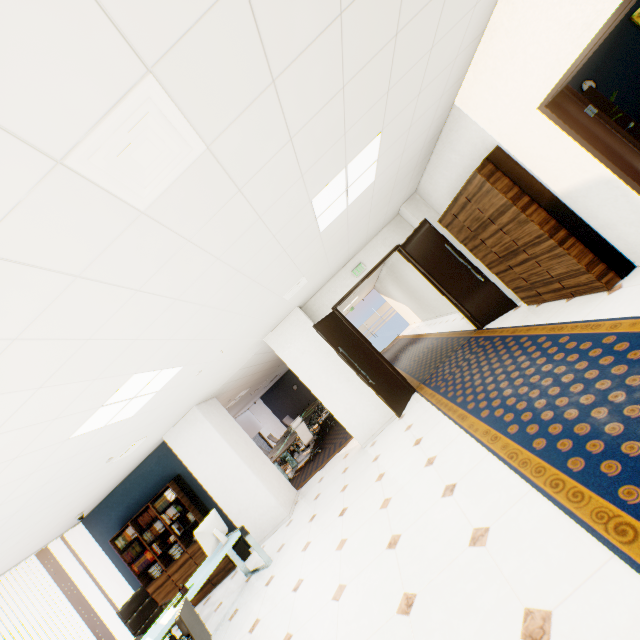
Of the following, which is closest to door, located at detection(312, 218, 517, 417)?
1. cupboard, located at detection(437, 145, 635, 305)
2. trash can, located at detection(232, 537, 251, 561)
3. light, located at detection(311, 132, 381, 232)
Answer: cupboard, located at detection(437, 145, 635, 305)

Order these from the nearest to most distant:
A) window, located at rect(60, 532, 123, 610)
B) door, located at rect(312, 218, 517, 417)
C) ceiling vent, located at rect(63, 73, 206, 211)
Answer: ceiling vent, located at rect(63, 73, 206, 211), door, located at rect(312, 218, 517, 417), window, located at rect(60, 532, 123, 610)

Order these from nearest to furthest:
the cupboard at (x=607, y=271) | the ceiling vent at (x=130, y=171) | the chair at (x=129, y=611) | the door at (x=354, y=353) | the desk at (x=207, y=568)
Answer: the ceiling vent at (x=130, y=171) < the cupboard at (x=607, y=271) < the desk at (x=207, y=568) < the chair at (x=129, y=611) < the door at (x=354, y=353)

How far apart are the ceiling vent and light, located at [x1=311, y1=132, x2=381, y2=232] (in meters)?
1.68

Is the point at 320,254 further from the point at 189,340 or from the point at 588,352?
the point at 588,352

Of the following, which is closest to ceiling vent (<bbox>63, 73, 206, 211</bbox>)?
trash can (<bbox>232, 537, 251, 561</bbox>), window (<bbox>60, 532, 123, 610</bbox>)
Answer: trash can (<bbox>232, 537, 251, 561</bbox>)

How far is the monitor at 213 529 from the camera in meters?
5.0 m

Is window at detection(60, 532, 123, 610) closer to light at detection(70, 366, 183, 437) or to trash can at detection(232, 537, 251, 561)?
trash can at detection(232, 537, 251, 561)
